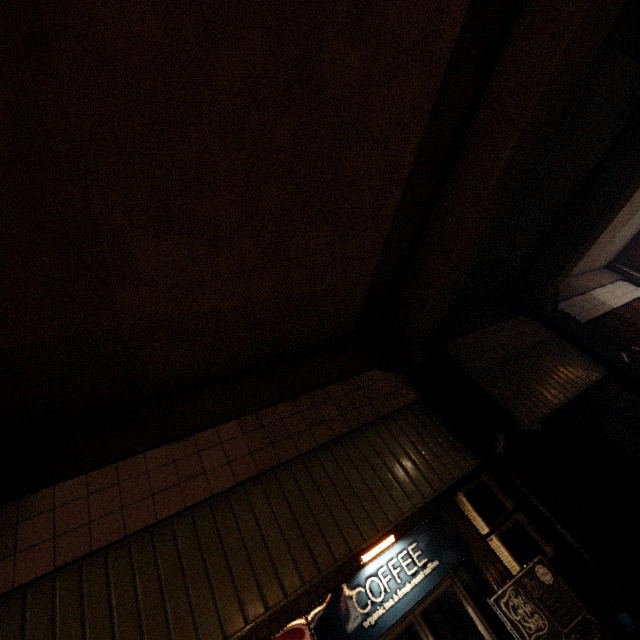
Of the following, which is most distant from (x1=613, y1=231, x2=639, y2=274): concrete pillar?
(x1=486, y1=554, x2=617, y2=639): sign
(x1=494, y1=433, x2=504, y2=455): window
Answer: (x1=486, y1=554, x2=617, y2=639): sign

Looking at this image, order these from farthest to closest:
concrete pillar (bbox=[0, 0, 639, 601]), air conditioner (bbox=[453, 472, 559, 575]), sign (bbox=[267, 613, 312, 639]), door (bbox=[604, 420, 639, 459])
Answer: door (bbox=[604, 420, 639, 459]) → air conditioner (bbox=[453, 472, 559, 575]) → concrete pillar (bbox=[0, 0, 639, 601]) → sign (bbox=[267, 613, 312, 639])

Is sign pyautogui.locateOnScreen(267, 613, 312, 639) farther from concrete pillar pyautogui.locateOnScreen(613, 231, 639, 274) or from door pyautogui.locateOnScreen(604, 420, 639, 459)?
door pyautogui.locateOnScreen(604, 420, 639, 459)

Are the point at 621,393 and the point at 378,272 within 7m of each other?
no

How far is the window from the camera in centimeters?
646cm

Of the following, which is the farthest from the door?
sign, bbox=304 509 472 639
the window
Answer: sign, bbox=304 509 472 639

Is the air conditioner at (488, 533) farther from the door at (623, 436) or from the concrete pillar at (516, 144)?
the door at (623, 436)

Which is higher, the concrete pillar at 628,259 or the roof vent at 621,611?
the concrete pillar at 628,259
